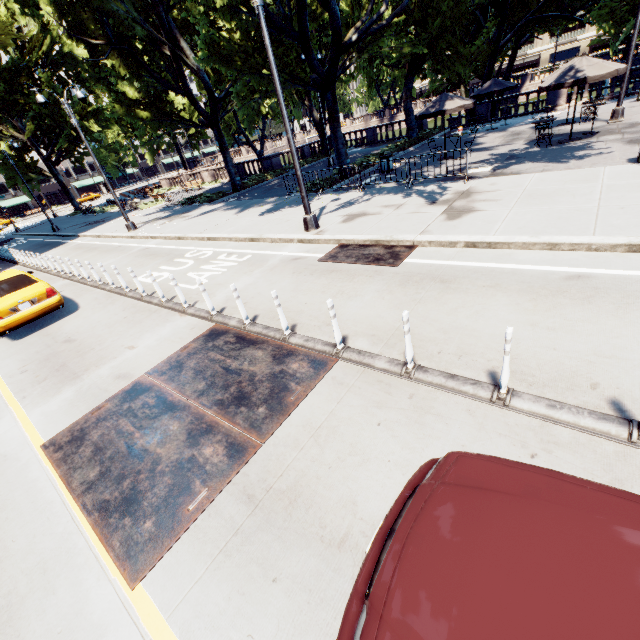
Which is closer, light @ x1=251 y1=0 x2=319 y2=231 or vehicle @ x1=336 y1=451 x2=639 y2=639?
vehicle @ x1=336 y1=451 x2=639 y2=639

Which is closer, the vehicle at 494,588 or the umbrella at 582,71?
the vehicle at 494,588

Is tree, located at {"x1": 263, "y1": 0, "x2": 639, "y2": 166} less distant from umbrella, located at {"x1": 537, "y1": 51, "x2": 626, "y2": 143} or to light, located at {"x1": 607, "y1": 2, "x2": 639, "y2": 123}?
light, located at {"x1": 607, "y1": 2, "x2": 639, "y2": 123}

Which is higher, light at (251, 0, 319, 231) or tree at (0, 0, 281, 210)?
tree at (0, 0, 281, 210)

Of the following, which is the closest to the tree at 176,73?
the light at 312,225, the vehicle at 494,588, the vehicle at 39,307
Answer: the light at 312,225

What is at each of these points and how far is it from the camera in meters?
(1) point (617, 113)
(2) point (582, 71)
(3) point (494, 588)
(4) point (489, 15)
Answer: (1) light, 15.3 m
(2) umbrella, 12.4 m
(3) vehicle, 1.7 m
(4) tree, 24.7 m

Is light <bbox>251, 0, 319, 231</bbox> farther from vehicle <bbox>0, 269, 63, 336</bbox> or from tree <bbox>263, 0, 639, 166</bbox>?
vehicle <bbox>0, 269, 63, 336</bbox>

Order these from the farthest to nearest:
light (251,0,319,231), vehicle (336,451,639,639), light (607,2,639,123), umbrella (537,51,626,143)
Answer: light (607,2,639,123) < umbrella (537,51,626,143) < light (251,0,319,231) < vehicle (336,451,639,639)
